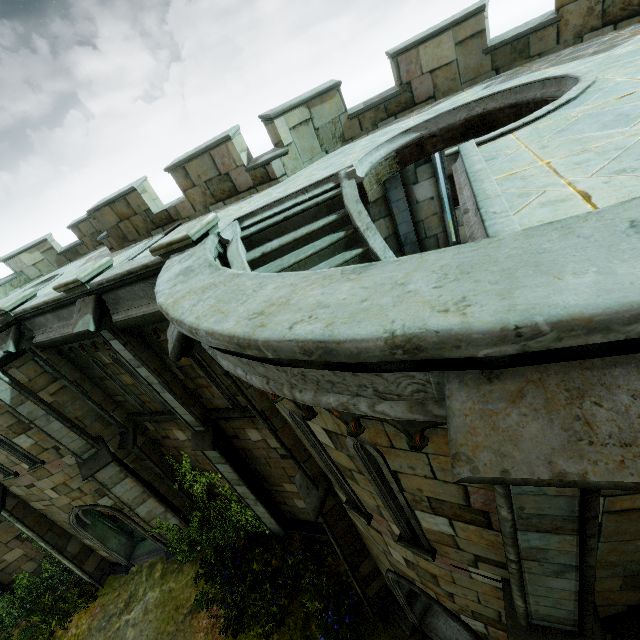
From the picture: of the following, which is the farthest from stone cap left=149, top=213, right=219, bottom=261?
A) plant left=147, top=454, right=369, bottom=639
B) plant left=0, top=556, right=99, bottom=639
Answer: plant left=0, top=556, right=99, bottom=639

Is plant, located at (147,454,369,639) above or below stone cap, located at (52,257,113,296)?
below

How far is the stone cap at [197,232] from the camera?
5.21m

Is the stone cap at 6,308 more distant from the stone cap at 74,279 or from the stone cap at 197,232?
the stone cap at 197,232

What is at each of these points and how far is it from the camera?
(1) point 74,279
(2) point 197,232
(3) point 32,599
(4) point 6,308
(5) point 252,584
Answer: (1) stone cap, 6.5m
(2) stone cap, 5.3m
(3) plant, 13.3m
(4) stone cap, 8.1m
(5) plant, 10.4m

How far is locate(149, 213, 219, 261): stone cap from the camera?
5.2 meters

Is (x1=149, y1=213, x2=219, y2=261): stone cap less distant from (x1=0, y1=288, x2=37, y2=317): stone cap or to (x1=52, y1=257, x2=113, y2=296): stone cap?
(x1=52, y1=257, x2=113, y2=296): stone cap

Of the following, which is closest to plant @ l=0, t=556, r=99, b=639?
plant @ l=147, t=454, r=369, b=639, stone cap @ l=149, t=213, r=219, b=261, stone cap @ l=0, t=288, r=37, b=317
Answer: plant @ l=147, t=454, r=369, b=639
